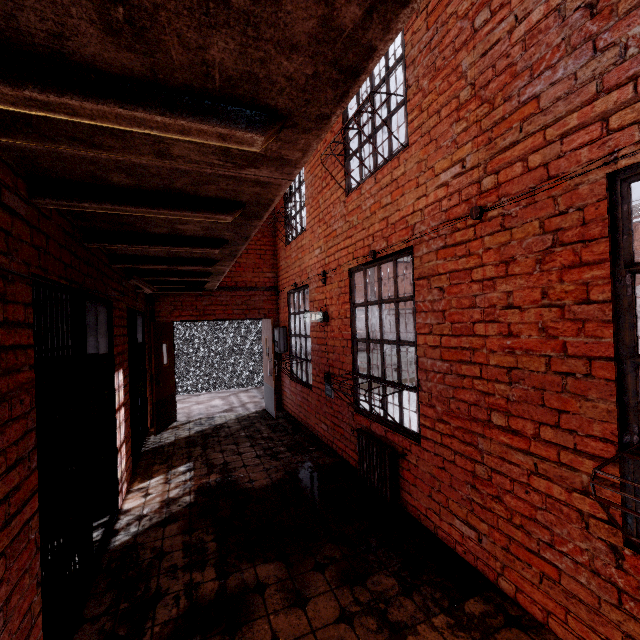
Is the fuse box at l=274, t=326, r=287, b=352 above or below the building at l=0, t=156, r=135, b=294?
below

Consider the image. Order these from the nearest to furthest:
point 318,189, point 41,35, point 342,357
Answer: point 41,35, point 342,357, point 318,189

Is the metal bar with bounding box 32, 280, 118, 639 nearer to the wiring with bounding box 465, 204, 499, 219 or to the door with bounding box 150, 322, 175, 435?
the wiring with bounding box 465, 204, 499, 219

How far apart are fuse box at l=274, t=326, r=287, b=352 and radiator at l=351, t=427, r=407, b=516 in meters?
3.4

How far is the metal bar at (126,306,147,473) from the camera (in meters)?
4.75

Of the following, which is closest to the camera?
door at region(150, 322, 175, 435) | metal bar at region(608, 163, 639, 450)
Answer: door at region(150, 322, 175, 435)

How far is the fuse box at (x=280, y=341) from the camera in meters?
7.3

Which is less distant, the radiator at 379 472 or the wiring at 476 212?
the wiring at 476 212
